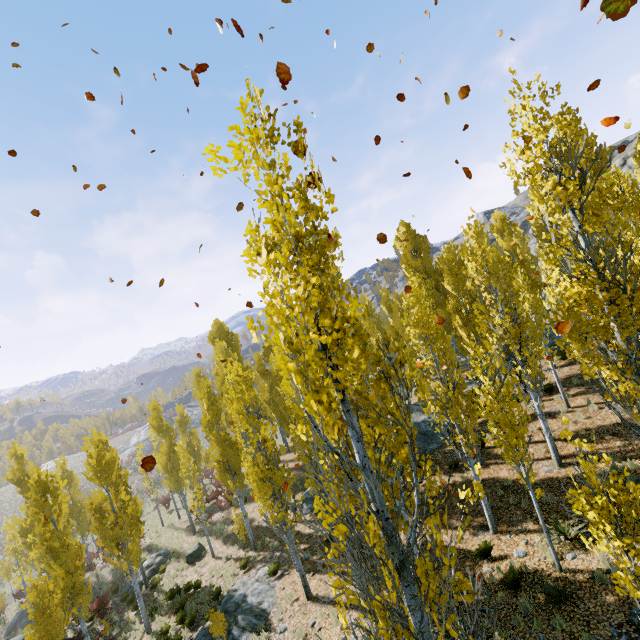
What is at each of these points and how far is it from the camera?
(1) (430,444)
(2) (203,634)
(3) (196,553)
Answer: (1) rock, 19.4m
(2) rock, 14.0m
(3) rock, 22.3m

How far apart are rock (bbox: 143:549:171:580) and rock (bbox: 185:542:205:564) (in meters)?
2.66

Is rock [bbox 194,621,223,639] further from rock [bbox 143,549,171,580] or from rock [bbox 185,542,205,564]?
rock [bbox 143,549,171,580]

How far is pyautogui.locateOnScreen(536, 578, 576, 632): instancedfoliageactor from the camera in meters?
7.6

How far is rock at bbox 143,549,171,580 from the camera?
23.0m

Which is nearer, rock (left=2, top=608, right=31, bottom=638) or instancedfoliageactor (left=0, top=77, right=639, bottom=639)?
instancedfoliageactor (left=0, top=77, right=639, bottom=639)

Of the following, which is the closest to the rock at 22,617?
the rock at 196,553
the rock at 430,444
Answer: the rock at 196,553

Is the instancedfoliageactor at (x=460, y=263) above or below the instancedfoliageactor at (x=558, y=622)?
above
